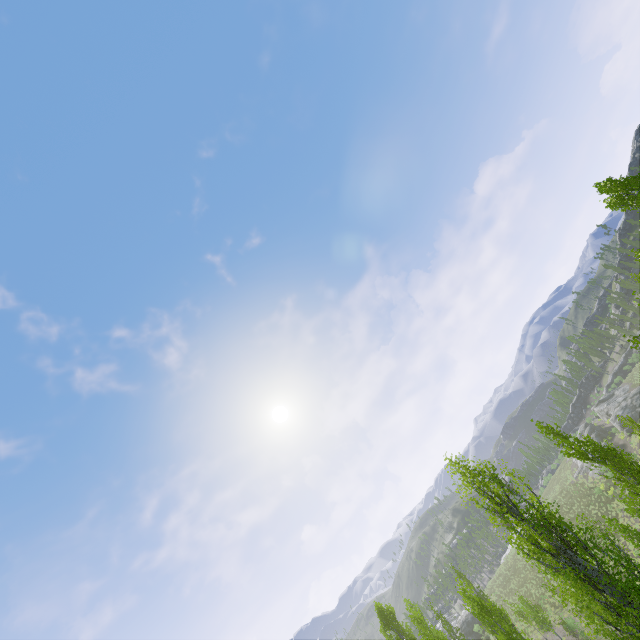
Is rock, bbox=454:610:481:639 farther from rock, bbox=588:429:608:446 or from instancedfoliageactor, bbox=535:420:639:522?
rock, bbox=588:429:608:446

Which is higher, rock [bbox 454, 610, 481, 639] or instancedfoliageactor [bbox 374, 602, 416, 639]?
instancedfoliageactor [bbox 374, 602, 416, 639]

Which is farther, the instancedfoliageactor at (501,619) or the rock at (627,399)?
the rock at (627,399)

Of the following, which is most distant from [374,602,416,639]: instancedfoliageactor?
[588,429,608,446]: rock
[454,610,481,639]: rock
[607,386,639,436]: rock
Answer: [607,386,639,436]: rock

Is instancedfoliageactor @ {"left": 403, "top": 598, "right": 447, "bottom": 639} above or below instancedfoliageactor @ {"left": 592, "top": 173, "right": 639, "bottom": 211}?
below

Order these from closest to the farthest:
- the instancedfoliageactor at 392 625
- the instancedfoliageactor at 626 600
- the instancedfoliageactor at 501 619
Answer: the instancedfoliageactor at 626 600 < the instancedfoliageactor at 501 619 < the instancedfoliageactor at 392 625

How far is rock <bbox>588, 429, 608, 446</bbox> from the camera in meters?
56.1 m

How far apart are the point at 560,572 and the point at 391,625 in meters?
32.8 m
